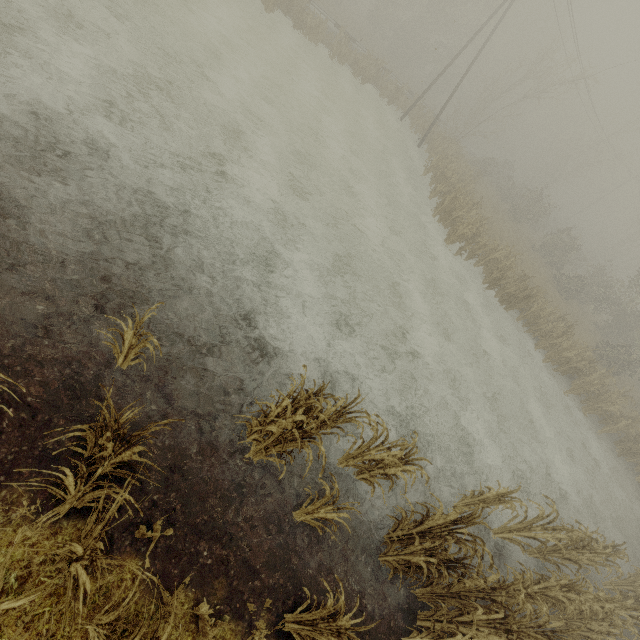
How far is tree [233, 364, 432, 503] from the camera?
4.1m

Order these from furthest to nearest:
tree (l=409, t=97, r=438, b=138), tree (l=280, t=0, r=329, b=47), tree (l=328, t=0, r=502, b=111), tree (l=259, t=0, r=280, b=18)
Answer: tree (l=409, t=97, r=438, b=138) < tree (l=328, t=0, r=502, b=111) < tree (l=280, t=0, r=329, b=47) < tree (l=259, t=0, r=280, b=18)

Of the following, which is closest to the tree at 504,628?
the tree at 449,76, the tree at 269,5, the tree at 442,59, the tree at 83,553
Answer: the tree at 83,553

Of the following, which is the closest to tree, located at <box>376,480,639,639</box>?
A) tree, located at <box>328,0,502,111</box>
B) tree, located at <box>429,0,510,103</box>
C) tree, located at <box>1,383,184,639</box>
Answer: tree, located at <box>1,383,184,639</box>

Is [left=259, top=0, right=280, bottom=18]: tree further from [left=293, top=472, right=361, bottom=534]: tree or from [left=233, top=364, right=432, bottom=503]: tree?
[left=293, top=472, right=361, bottom=534]: tree

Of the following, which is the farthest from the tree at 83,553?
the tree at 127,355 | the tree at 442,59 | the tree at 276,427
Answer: the tree at 442,59

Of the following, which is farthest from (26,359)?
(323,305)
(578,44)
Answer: (578,44)

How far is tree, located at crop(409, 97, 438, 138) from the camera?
27.4m
